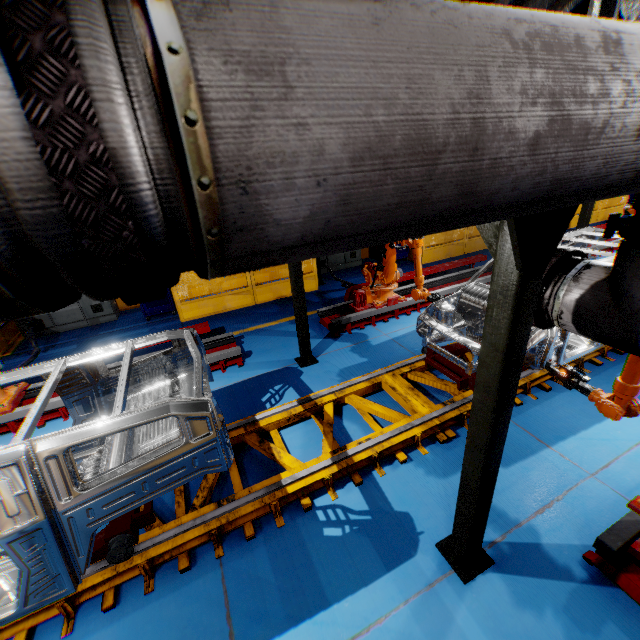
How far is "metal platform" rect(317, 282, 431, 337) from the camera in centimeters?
708cm

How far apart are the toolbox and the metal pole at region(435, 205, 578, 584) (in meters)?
8.09

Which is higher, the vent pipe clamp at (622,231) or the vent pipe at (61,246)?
the vent pipe at (61,246)

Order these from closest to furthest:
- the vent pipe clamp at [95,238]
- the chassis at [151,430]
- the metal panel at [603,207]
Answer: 1. the vent pipe clamp at [95,238]
2. the chassis at [151,430]
3. the metal panel at [603,207]

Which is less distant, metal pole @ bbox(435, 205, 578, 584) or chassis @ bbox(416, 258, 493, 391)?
metal pole @ bbox(435, 205, 578, 584)

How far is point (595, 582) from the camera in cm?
276

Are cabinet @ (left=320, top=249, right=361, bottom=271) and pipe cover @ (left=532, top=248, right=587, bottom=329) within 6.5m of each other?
no

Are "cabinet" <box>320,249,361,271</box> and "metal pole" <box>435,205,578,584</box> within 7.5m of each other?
no
